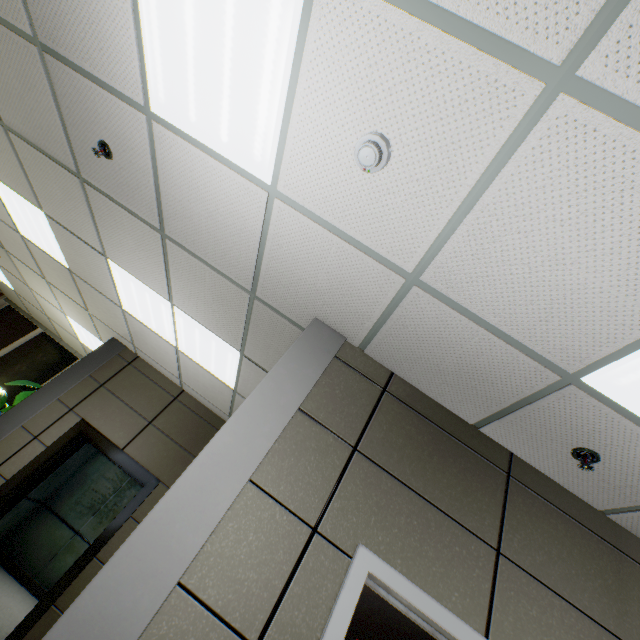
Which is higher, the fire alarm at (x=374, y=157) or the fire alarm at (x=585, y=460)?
the fire alarm at (x=585, y=460)

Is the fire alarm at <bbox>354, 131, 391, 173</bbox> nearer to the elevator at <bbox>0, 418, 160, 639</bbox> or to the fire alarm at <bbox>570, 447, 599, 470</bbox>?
the fire alarm at <bbox>570, 447, 599, 470</bbox>

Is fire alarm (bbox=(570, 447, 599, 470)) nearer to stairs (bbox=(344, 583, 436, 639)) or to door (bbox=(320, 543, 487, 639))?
stairs (bbox=(344, 583, 436, 639))

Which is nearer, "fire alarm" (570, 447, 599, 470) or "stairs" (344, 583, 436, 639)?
"fire alarm" (570, 447, 599, 470)

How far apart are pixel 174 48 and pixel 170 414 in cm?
476

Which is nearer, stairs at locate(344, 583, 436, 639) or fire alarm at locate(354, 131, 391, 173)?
fire alarm at locate(354, 131, 391, 173)

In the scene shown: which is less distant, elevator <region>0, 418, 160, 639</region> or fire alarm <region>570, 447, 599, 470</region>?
fire alarm <region>570, 447, 599, 470</region>

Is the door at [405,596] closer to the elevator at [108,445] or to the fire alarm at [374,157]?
the fire alarm at [374,157]
